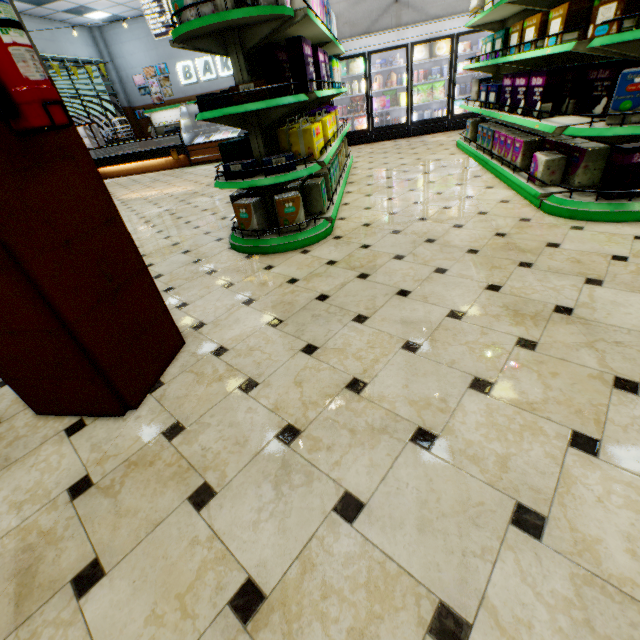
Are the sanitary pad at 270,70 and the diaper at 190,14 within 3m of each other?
yes

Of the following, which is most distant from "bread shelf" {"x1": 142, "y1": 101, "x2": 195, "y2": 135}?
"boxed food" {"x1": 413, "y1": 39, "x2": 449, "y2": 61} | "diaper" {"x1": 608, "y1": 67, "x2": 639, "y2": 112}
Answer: "diaper" {"x1": 608, "y1": 67, "x2": 639, "y2": 112}

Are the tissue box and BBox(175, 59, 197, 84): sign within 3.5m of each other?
no

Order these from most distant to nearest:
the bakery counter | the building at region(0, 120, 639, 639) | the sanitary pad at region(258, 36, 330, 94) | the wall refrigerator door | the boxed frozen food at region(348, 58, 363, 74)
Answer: the bakery counter, the boxed frozen food at region(348, 58, 363, 74), the wall refrigerator door, the sanitary pad at region(258, 36, 330, 94), the building at region(0, 120, 639, 639)

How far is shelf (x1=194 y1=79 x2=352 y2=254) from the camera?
2.88m

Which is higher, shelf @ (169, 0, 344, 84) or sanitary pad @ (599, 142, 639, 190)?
shelf @ (169, 0, 344, 84)

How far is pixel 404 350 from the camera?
1.9 meters

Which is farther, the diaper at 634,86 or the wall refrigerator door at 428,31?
the wall refrigerator door at 428,31
